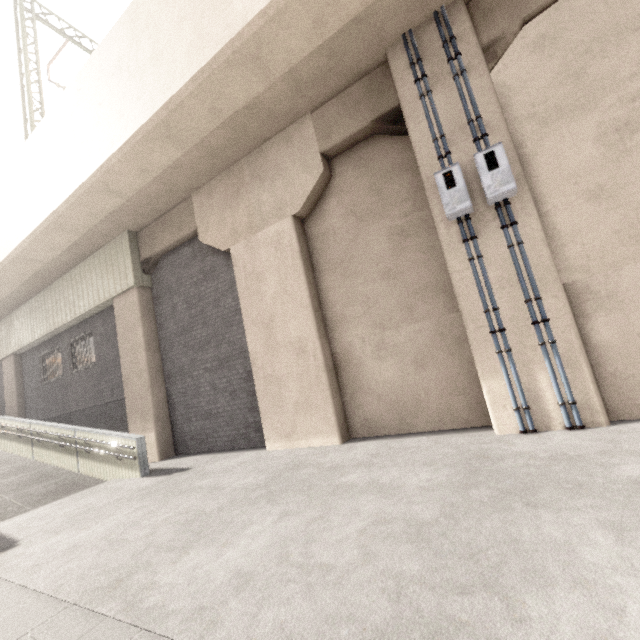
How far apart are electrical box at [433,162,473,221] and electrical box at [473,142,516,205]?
0.2 meters

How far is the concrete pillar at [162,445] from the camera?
9.3m

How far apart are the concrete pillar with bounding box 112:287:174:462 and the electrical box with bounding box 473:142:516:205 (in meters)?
9.41

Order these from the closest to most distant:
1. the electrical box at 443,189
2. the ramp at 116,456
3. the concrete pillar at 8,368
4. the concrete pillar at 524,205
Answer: the concrete pillar at 524,205 < the electrical box at 443,189 < the ramp at 116,456 < the concrete pillar at 8,368

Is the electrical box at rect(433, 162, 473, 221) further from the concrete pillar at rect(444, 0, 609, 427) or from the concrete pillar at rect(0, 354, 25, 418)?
the concrete pillar at rect(0, 354, 25, 418)

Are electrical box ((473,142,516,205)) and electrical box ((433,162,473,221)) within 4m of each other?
yes

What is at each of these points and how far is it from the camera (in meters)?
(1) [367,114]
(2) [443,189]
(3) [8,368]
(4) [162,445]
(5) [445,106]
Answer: (1) concrete pillar, 6.29
(2) electrical box, 5.07
(3) concrete pillar, 14.80
(4) concrete pillar, 9.23
(5) concrete pillar, 5.37

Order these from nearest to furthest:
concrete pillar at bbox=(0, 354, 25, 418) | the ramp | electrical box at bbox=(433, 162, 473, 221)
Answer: electrical box at bbox=(433, 162, 473, 221)
the ramp
concrete pillar at bbox=(0, 354, 25, 418)
